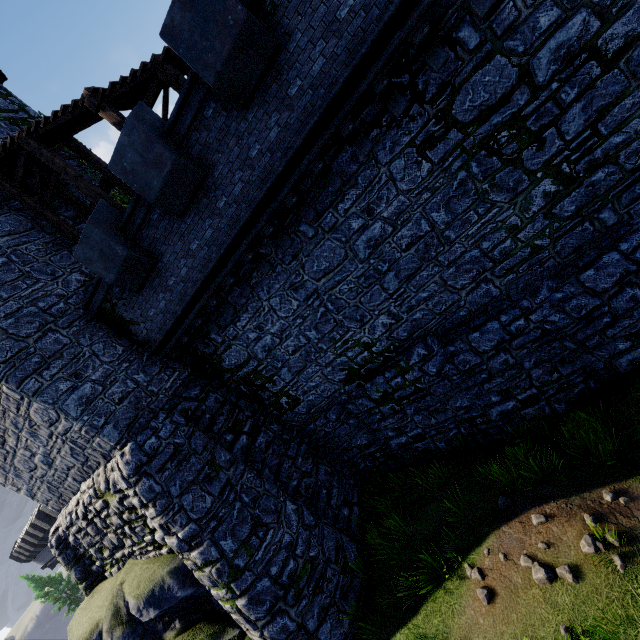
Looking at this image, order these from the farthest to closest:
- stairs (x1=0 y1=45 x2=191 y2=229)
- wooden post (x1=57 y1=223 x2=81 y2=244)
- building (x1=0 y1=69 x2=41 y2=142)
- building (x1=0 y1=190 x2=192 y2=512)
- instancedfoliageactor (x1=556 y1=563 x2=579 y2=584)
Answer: building (x1=0 y1=69 x2=41 y2=142) → wooden post (x1=57 y1=223 x2=81 y2=244) → building (x1=0 y1=190 x2=192 y2=512) → stairs (x1=0 y1=45 x2=191 y2=229) → instancedfoliageactor (x1=556 y1=563 x2=579 y2=584)

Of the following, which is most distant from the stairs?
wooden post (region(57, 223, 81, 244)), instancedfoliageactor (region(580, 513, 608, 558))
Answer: instancedfoliageactor (region(580, 513, 608, 558))

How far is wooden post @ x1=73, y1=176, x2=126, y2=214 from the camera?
10.18m

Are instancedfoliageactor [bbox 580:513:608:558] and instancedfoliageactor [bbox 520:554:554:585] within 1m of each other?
yes

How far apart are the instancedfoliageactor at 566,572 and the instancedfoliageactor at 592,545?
0.4m

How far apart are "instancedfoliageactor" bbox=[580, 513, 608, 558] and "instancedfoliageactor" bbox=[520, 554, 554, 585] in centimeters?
38cm

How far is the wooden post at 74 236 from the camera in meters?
11.1 m

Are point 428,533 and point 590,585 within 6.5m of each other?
yes
